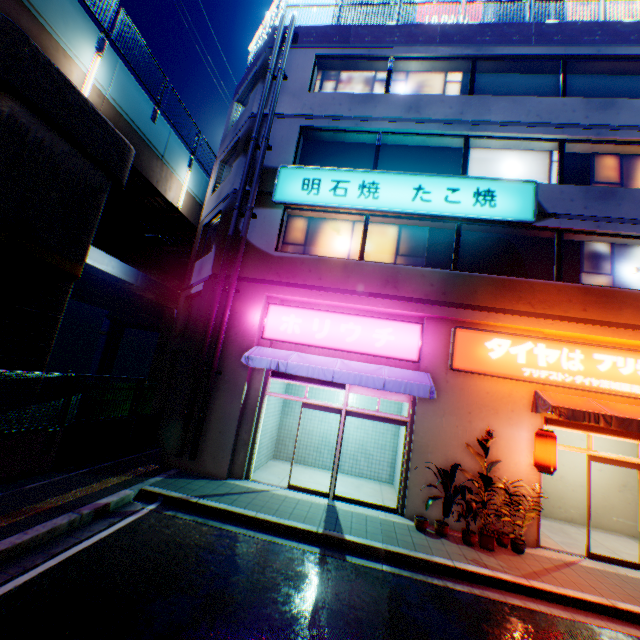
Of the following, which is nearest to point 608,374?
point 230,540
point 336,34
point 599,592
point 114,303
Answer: point 599,592

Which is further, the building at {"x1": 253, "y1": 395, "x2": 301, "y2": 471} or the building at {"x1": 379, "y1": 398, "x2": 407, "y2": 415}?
the building at {"x1": 379, "y1": 398, "x2": 407, "y2": 415}

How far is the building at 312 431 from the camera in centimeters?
1173cm

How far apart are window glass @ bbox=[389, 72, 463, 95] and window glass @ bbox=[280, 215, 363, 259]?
4.4 meters

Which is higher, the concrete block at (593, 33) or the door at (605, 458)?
the concrete block at (593, 33)

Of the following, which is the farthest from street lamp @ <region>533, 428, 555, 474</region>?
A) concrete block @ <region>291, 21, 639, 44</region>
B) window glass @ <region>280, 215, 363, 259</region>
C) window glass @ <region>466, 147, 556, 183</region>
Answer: concrete block @ <region>291, 21, 639, 44</region>

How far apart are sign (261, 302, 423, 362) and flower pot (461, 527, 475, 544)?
4.0 meters

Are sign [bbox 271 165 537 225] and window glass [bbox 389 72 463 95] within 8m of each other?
yes
